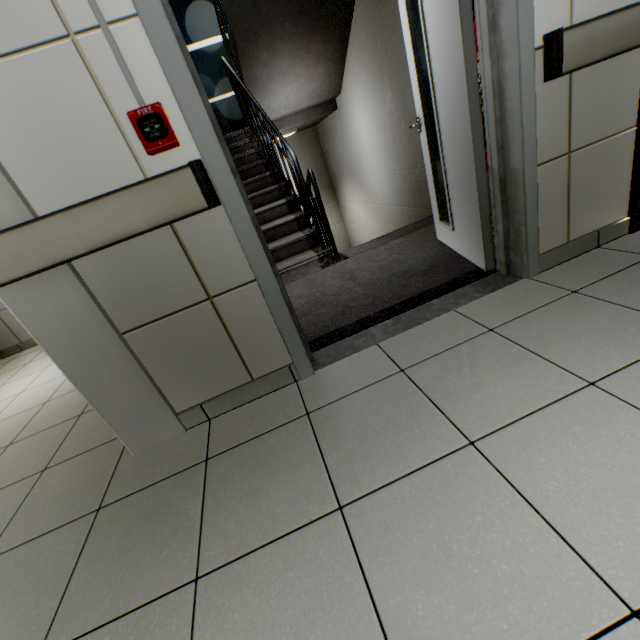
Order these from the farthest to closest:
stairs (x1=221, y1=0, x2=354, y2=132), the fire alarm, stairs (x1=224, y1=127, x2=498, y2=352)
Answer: stairs (x1=221, y1=0, x2=354, y2=132)
stairs (x1=224, y1=127, x2=498, y2=352)
the fire alarm

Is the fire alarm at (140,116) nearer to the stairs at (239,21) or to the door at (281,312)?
the door at (281,312)

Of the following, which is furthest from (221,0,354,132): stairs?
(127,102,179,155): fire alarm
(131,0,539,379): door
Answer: (127,102,179,155): fire alarm

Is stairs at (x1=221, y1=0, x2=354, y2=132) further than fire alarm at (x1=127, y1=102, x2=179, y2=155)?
Yes

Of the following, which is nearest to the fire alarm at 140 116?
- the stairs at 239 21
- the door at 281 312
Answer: the door at 281 312

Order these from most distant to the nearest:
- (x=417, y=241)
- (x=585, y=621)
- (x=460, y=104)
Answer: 1. (x=417, y=241)
2. (x=460, y=104)
3. (x=585, y=621)

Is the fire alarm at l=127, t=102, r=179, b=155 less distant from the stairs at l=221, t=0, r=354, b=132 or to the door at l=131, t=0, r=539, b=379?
the door at l=131, t=0, r=539, b=379
